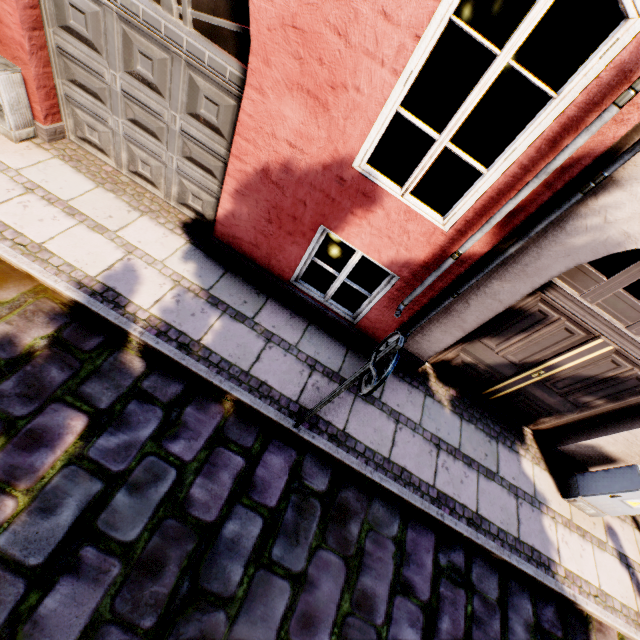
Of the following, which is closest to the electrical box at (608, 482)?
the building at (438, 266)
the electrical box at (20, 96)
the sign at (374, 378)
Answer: the building at (438, 266)

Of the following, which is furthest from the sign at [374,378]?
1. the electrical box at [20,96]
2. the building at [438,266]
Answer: the electrical box at [20,96]

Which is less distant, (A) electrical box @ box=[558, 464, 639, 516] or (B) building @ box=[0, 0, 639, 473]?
(B) building @ box=[0, 0, 639, 473]

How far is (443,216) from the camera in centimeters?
539cm

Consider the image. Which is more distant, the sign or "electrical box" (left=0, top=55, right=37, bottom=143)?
"electrical box" (left=0, top=55, right=37, bottom=143)

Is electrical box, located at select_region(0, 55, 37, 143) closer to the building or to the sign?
the building

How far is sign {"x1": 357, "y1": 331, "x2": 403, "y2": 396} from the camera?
2.1m

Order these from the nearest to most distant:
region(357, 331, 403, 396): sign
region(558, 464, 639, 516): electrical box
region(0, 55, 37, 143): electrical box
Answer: region(357, 331, 403, 396): sign, region(0, 55, 37, 143): electrical box, region(558, 464, 639, 516): electrical box
